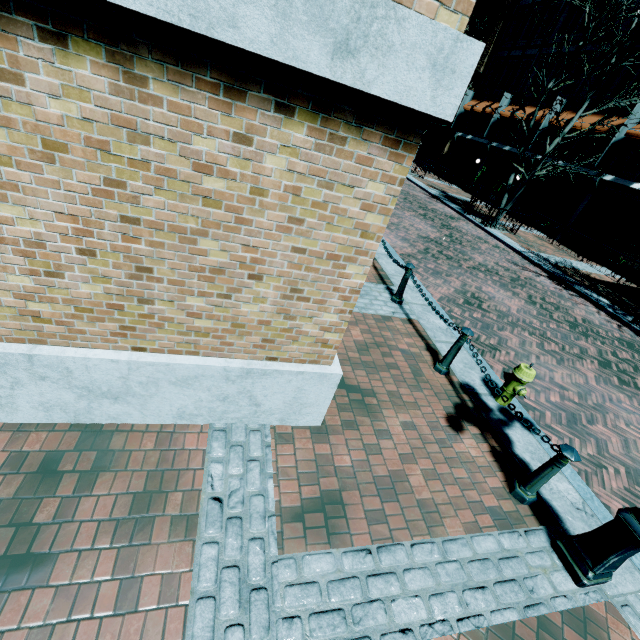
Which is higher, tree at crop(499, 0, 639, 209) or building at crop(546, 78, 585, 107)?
building at crop(546, 78, 585, 107)

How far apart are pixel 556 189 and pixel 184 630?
25.39m

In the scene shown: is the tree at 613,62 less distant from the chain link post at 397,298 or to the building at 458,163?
the building at 458,163

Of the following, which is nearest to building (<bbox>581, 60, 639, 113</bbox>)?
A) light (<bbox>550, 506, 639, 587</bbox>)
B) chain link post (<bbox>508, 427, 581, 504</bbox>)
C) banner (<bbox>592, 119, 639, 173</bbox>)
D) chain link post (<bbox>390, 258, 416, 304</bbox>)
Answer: banner (<bbox>592, 119, 639, 173</bbox>)

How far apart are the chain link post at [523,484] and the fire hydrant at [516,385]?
1.3 meters

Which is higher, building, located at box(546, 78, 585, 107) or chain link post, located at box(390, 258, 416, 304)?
building, located at box(546, 78, 585, 107)

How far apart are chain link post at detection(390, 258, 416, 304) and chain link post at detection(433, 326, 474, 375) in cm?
168

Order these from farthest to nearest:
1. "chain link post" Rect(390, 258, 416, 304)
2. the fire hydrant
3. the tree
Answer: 1. the tree
2. "chain link post" Rect(390, 258, 416, 304)
3. the fire hydrant
